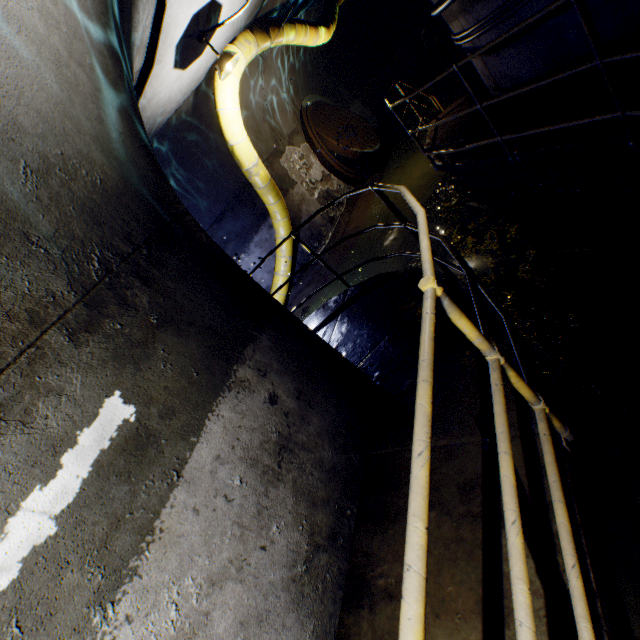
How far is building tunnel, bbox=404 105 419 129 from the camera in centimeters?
1223cm

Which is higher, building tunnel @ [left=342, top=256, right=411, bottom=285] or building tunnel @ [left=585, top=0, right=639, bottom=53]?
building tunnel @ [left=585, top=0, right=639, bottom=53]

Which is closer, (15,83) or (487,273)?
(15,83)

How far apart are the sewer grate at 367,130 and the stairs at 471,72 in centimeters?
205cm

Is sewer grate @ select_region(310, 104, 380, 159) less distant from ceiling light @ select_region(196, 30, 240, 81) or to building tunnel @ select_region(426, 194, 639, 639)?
building tunnel @ select_region(426, 194, 639, 639)

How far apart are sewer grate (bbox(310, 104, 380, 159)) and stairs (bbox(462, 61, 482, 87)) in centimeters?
205cm

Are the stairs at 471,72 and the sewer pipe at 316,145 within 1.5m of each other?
no

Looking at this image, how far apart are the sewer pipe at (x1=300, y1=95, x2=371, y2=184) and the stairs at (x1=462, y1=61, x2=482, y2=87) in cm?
Result: 280
